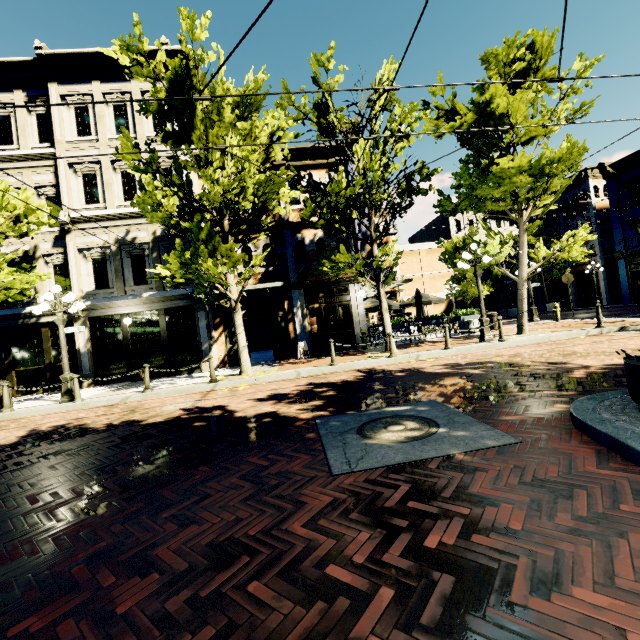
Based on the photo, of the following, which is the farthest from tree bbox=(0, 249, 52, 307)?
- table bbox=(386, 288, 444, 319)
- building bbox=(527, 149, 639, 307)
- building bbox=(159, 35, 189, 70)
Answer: table bbox=(386, 288, 444, 319)

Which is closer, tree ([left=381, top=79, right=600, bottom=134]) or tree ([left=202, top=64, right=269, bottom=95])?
tree ([left=202, top=64, right=269, bottom=95])

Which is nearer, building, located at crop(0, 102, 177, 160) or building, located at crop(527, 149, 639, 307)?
building, located at crop(0, 102, 177, 160)

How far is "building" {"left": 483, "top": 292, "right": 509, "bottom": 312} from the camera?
37.4m

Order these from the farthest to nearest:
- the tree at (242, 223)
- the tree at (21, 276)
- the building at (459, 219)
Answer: the building at (459, 219), the tree at (21, 276), the tree at (242, 223)

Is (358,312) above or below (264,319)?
below

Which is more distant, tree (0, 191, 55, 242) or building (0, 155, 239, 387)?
building (0, 155, 239, 387)

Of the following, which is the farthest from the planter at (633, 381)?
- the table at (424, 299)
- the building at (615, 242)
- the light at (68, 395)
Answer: the building at (615, 242)
